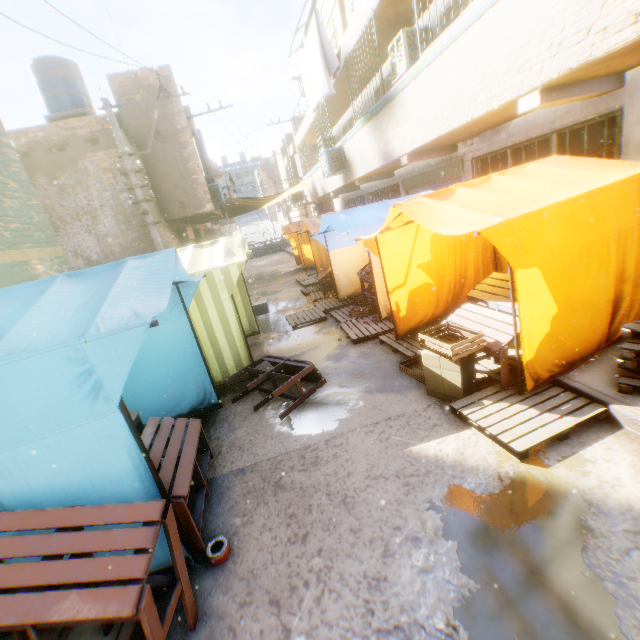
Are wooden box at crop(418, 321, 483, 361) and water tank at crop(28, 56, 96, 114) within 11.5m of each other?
no

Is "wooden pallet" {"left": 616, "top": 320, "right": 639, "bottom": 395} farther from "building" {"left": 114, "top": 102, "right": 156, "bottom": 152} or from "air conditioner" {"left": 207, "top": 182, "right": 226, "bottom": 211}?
"air conditioner" {"left": 207, "top": 182, "right": 226, "bottom": 211}

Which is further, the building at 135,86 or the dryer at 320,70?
the building at 135,86

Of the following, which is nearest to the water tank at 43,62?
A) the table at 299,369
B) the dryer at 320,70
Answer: the dryer at 320,70

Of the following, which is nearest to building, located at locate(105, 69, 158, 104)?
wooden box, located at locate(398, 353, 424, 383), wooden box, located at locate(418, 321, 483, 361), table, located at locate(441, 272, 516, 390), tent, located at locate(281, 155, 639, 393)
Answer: tent, located at locate(281, 155, 639, 393)

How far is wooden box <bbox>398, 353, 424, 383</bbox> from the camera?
4.91m

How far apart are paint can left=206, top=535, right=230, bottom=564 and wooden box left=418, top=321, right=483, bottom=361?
3.1m

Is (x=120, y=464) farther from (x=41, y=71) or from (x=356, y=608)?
(x=41, y=71)
